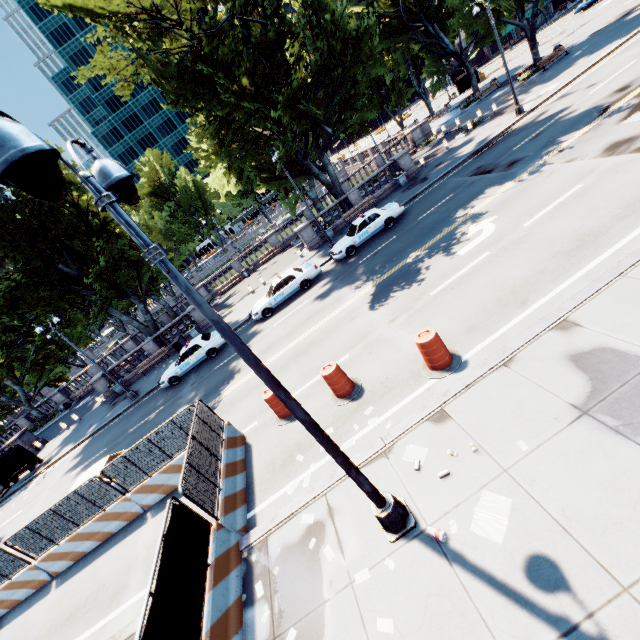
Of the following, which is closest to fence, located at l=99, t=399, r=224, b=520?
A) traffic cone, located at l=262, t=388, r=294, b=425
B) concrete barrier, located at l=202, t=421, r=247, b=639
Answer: concrete barrier, located at l=202, t=421, r=247, b=639

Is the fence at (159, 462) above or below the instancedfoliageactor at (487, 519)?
above

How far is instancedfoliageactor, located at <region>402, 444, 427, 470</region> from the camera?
6.5 meters

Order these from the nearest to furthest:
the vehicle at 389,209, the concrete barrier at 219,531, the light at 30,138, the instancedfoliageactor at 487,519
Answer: the light at 30,138 → the instancedfoliageactor at 487,519 → the concrete barrier at 219,531 → the vehicle at 389,209

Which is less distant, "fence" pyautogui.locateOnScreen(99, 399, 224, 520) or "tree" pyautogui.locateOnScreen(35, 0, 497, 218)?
"fence" pyautogui.locateOnScreen(99, 399, 224, 520)

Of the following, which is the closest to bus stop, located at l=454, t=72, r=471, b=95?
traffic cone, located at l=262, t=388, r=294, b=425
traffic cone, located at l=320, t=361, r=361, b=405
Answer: traffic cone, located at l=320, t=361, r=361, b=405

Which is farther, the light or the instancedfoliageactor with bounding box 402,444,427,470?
the instancedfoliageactor with bounding box 402,444,427,470

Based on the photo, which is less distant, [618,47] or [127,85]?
[127,85]
